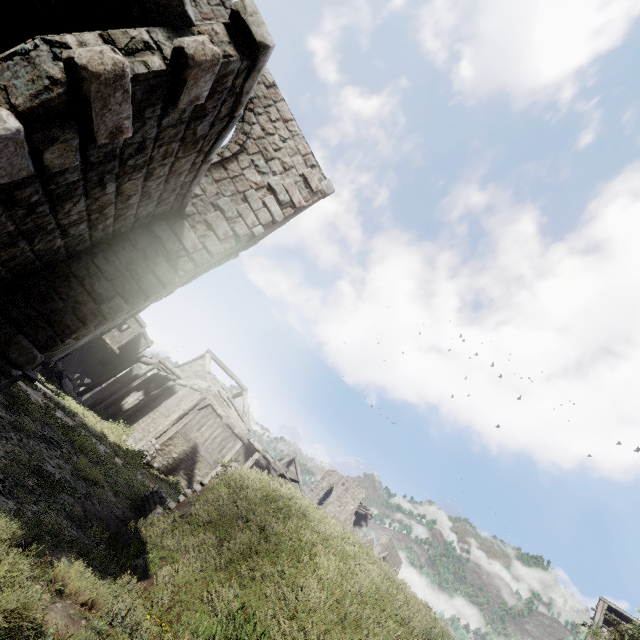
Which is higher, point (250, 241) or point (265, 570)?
point (250, 241)

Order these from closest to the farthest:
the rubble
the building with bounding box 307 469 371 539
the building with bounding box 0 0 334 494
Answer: the building with bounding box 0 0 334 494, the rubble, the building with bounding box 307 469 371 539

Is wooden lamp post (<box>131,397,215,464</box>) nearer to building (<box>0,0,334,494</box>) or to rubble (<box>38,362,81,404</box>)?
building (<box>0,0,334,494</box>)

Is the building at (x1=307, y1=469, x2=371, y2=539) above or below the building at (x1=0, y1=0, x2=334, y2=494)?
above

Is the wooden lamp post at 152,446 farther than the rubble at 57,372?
No

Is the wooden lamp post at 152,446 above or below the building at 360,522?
below

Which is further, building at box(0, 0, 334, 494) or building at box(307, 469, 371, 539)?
building at box(307, 469, 371, 539)

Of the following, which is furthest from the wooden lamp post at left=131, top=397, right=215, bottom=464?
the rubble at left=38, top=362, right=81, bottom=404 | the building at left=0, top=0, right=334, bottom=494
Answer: the rubble at left=38, top=362, right=81, bottom=404
